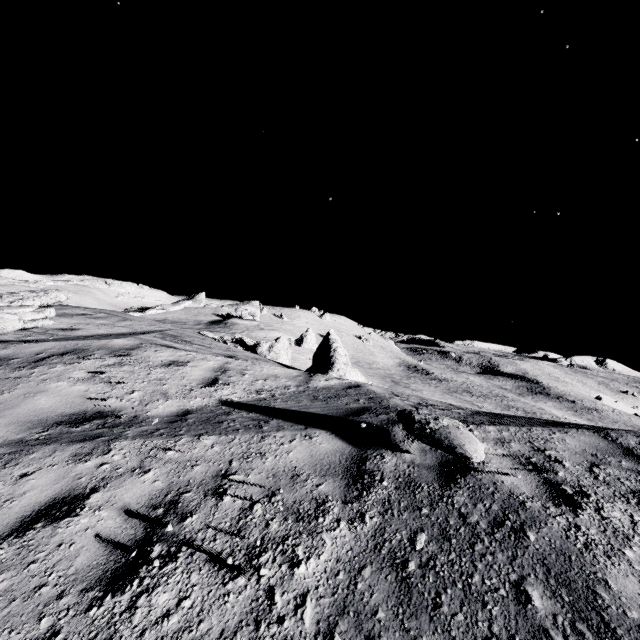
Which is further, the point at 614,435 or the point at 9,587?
the point at 614,435

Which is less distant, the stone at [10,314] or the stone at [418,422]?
the stone at [418,422]

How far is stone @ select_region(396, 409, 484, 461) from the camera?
3.61m

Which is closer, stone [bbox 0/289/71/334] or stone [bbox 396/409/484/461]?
stone [bbox 396/409/484/461]

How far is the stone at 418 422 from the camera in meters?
3.6 m
